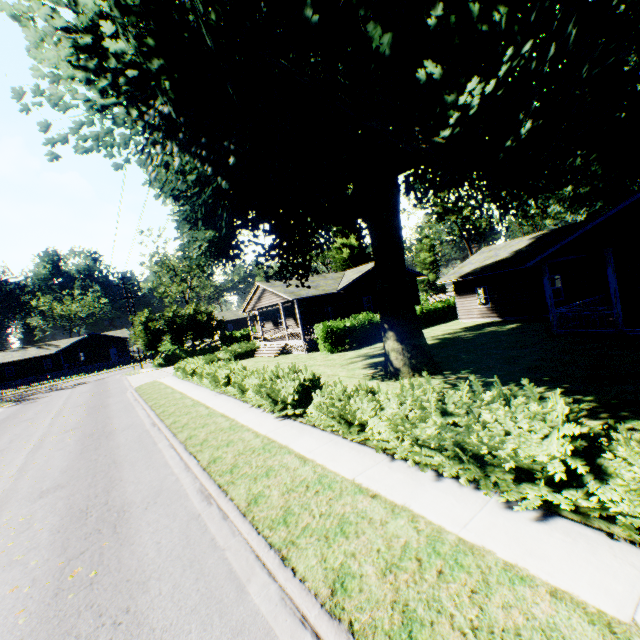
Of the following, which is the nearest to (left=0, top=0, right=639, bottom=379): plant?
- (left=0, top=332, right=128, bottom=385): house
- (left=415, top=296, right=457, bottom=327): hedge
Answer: (left=415, top=296, right=457, bottom=327): hedge

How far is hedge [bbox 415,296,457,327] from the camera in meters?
28.0

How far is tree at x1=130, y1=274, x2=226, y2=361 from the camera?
37.7 meters

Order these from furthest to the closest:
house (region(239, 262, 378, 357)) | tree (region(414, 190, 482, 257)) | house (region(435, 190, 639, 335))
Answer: tree (region(414, 190, 482, 257)), house (region(239, 262, 378, 357)), house (region(435, 190, 639, 335))

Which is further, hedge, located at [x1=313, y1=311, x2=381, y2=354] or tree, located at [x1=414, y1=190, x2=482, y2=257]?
tree, located at [x1=414, y1=190, x2=482, y2=257]

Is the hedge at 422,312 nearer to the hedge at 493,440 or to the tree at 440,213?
the hedge at 493,440

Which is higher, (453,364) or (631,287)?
(631,287)

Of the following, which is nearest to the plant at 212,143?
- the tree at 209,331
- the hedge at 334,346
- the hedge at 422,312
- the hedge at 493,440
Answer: the hedge at 493,440
